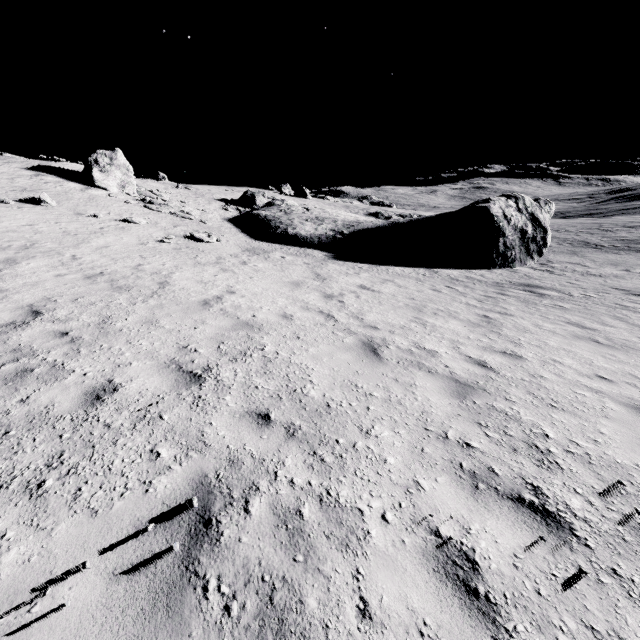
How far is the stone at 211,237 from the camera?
17.59m

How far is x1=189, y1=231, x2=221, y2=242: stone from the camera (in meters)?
17.59

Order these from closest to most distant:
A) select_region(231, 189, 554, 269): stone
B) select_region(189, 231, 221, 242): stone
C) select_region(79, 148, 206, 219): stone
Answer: select_region(189, 231, 221, 242): stone, select_region(231, 189, 554, 269): stone, select_region(79, 148, 206, 219): stone

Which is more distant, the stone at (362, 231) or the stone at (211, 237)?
the stone at (362, 231)

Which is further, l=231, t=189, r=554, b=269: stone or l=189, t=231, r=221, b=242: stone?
l=231, t=189, r=554, b=269: stone

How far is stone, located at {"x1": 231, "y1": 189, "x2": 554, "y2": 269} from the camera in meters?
22.2 m

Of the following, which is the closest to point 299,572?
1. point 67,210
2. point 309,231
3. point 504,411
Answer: point 504,411
